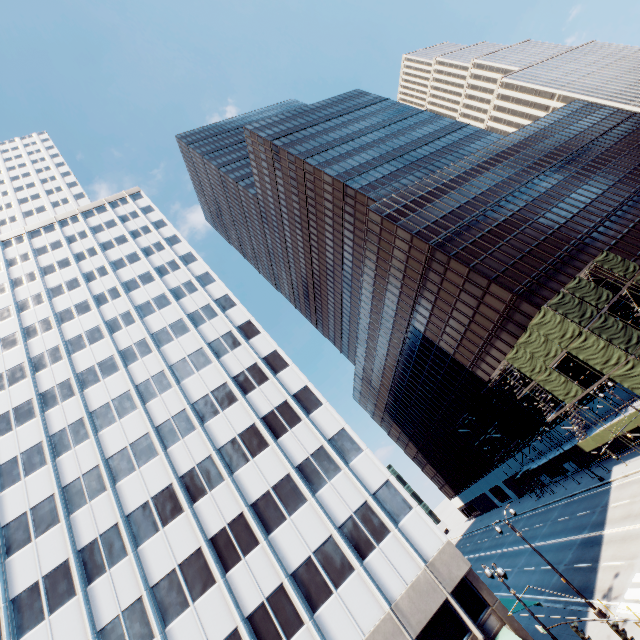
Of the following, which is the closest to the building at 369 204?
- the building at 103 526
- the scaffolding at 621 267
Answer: the scaffolding at 621 267

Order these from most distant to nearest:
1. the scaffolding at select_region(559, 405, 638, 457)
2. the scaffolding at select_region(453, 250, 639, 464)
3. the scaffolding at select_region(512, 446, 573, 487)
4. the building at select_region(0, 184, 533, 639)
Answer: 1. the scaffolding at select_region(512, 446, 573, 487)
2. the scaffolding at select_region(559, 405, 638, 457)
3. the scaffolding at select_region(453, 250, 639, 464)
4. the building at select_region(0, 184, 533, 639)

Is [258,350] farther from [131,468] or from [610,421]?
[610,421]

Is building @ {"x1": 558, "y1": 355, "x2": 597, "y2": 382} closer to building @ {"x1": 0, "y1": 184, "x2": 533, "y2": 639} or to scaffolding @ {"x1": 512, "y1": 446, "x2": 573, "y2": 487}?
scaffolding @ {"x1": 512, "y1": 446, "x2": 573, "y2": 487}

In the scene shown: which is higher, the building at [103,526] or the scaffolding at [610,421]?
the building at [103,526]

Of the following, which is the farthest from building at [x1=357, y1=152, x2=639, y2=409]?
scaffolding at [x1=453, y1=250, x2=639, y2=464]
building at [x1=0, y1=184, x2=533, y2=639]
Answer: building at [x1=0, y1=184, x2=533, y2=639]

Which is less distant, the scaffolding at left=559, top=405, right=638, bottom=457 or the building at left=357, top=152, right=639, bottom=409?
the scaffolding at left=559, top=405, right=638, bottom=457

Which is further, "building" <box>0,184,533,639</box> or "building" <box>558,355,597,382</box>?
"building" <box>558,355,597,382</box>
